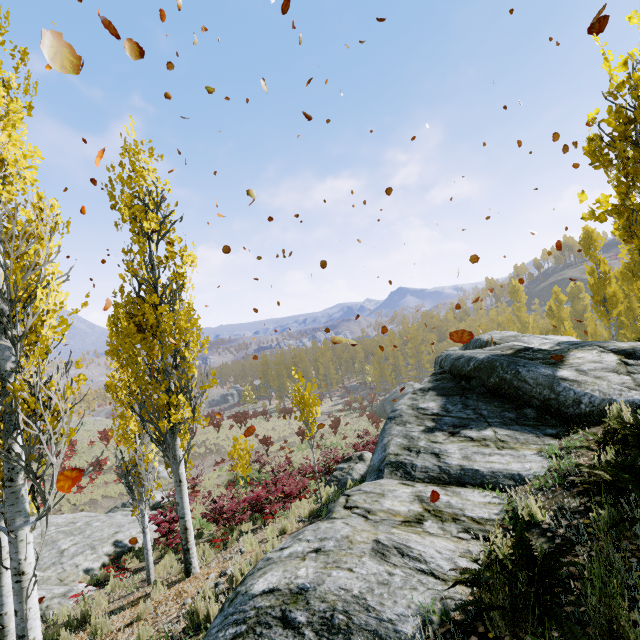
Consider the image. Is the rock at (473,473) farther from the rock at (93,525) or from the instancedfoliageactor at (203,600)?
the rock at (93,525)

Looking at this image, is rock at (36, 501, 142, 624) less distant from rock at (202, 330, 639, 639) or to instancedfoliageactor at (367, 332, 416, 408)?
instancedfoliageactor at (367, 332, 416, 408)

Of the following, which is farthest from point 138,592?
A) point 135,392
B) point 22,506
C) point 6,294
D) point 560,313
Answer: point 560,313

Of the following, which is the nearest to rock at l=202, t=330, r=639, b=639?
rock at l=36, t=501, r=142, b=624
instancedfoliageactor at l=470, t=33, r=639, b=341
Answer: instancedfoliageactor at l=470, t=33, r=639, b=341

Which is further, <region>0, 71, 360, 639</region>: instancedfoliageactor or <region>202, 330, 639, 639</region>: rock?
<region>0, 71, 360, 639</region>: instancedfoliageactor

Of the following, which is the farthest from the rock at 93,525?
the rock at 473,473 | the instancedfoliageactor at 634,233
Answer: the rock at 473,473

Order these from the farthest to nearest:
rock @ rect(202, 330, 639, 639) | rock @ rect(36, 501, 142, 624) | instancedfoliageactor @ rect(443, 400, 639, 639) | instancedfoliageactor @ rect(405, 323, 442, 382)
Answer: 1. instancedfoliageactor @ rect(405, 323, 442, 382)
2. rock @ rect(36, 501, 142, 624)
3. rock @ rect(202, 330, 639, 639)
4. instancedfoliageactor @ rect(443, 400, 639, 639)

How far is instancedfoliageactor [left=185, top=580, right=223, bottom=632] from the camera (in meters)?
4.19
